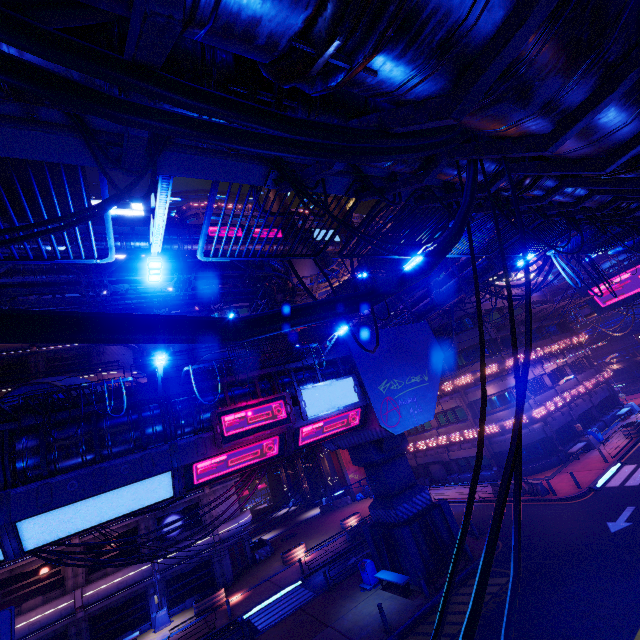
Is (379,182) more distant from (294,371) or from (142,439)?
(294,371)

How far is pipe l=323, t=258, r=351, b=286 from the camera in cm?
3529

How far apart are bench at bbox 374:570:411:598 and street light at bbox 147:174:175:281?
18.5 meters

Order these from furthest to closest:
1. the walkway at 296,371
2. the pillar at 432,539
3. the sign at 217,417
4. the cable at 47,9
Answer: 1. the pillar at 432,539
2. the walkway at 296,371
3. the sign at 217,417
4. the cable at 47,9

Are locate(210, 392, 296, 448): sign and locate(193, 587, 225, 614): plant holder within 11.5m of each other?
no

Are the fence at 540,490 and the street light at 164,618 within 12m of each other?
no

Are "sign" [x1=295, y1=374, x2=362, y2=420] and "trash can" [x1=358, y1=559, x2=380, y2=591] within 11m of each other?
yes

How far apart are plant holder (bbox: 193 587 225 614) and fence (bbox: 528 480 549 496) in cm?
2400
